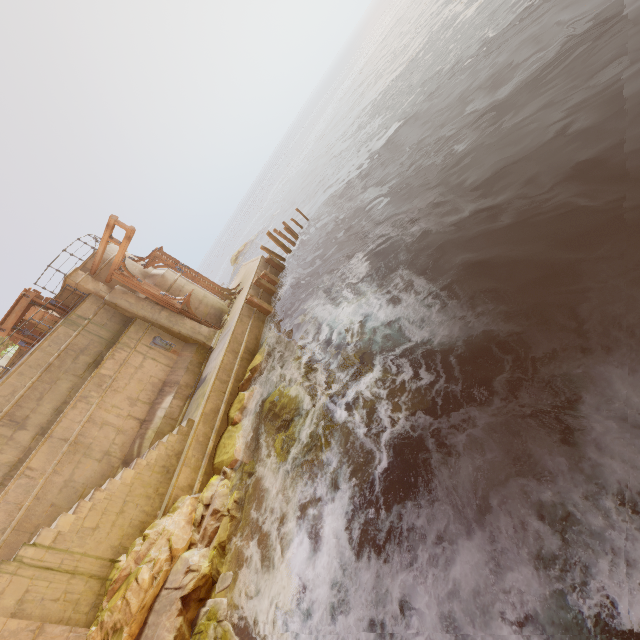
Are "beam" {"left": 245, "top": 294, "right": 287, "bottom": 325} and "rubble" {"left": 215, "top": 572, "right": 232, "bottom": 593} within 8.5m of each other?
no

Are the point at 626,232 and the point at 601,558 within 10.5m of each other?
yes

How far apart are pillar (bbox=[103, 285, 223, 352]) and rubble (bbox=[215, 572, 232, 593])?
9.85m

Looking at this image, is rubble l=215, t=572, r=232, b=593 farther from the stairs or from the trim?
the trim

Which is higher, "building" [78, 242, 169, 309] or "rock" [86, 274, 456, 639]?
"building" [78, 242, 169, 309]

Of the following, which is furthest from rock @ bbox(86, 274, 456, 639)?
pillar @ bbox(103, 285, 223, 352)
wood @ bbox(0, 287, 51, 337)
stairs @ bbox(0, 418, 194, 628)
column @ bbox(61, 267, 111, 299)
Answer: wood @ bbox(0, 287, 51, 337)

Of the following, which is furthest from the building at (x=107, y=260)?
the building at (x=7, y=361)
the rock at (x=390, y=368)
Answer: the building at (x=7, y=361)

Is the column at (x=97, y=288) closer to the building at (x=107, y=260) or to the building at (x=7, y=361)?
the building at (x=107, y=260)
